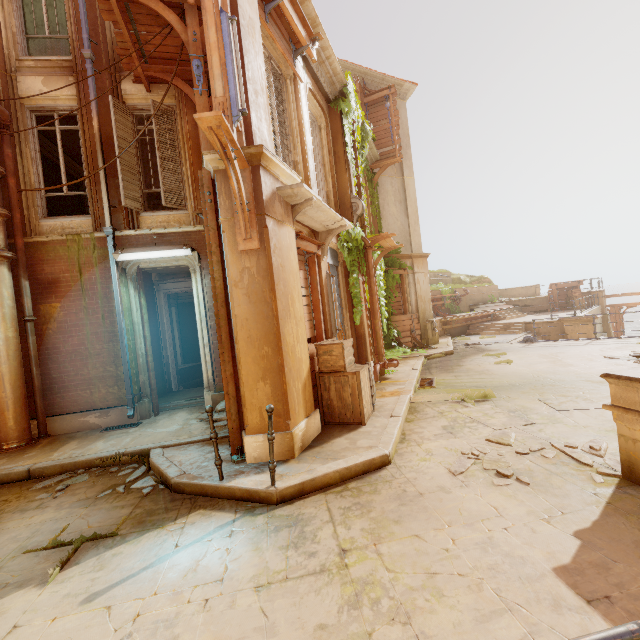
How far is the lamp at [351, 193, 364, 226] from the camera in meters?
9.7 m

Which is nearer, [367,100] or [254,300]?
[254,300]

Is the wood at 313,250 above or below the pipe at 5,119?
below

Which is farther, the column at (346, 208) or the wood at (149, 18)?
the column at (346, 208)

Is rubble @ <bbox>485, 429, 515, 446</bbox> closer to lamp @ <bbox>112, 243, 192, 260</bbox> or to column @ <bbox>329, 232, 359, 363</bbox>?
column @ <bbox>329, 232, 359, 363</bbox>

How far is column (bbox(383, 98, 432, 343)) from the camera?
15.7 meters

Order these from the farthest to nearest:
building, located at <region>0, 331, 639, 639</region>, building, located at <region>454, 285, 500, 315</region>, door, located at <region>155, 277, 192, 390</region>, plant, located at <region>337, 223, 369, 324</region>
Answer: building, located at <region>454, 285, 500, 315</region> → door, located at <region>155, 277, 192, 390</region> → plant, located at <region>337, 223, 369, 324</region> → building, located at <region>0, 331, 639, 639</region>

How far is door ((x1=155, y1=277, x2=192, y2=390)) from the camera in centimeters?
1005cm
